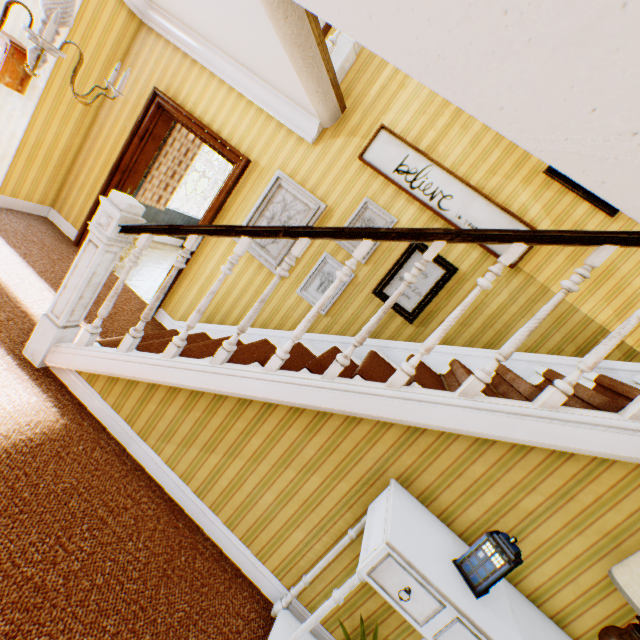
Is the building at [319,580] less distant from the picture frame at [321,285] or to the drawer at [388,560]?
the picture frame at [321,285]

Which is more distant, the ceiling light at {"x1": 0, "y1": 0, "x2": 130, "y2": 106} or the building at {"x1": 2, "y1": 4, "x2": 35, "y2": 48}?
the building at {"x1": 2, "y1": 4, "x2": 35, "y2": 48}

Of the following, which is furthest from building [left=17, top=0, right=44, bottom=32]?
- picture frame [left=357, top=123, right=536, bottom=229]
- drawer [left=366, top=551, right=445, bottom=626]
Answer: drawer [left=366, top=551, right=445, bottom=626]

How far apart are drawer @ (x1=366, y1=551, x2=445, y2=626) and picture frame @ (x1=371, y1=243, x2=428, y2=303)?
2.4 meters

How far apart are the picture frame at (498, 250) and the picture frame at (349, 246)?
0.3m

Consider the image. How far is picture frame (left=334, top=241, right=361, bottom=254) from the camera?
3.6 meters

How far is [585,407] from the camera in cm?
228

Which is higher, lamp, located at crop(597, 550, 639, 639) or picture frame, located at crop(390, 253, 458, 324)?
picture frame, located at crop(390, 253, 458, 324)
